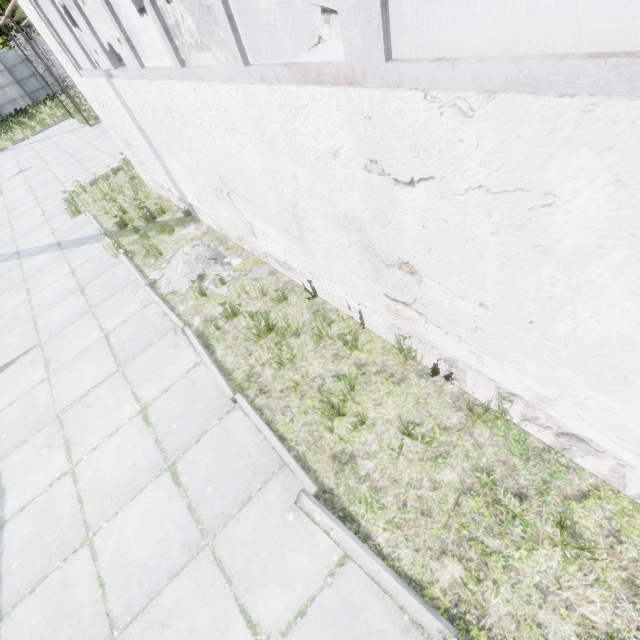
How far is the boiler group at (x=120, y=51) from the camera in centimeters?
665cm

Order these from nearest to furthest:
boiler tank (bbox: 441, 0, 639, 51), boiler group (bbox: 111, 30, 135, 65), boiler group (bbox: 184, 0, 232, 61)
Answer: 1. boiler tank (bbox: 441, 0, 639, 51)
2. boiler group (bbox: 111, 30, 135, 65)
3. boiler group (bbox: 184, 0, 232, 61)

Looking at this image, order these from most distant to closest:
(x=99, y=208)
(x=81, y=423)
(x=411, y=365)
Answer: (x=99, y=208) < (x=81, y=423) < (x=411, y=365)

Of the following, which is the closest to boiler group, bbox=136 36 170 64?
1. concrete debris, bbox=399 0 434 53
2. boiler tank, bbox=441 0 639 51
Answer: concrete debris, bbox=399 0 434 53

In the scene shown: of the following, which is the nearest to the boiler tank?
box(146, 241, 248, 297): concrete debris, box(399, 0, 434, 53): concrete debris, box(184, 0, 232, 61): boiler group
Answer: box(399, 0, 434, 53): concrete debris

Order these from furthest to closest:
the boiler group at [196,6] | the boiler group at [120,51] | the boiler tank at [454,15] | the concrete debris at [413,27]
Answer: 1. the concrete debris at [413,27]
2. the boiler group at [196,6]
3. the boiler group at [120,51]
4. the boiler tank at [454,15]
